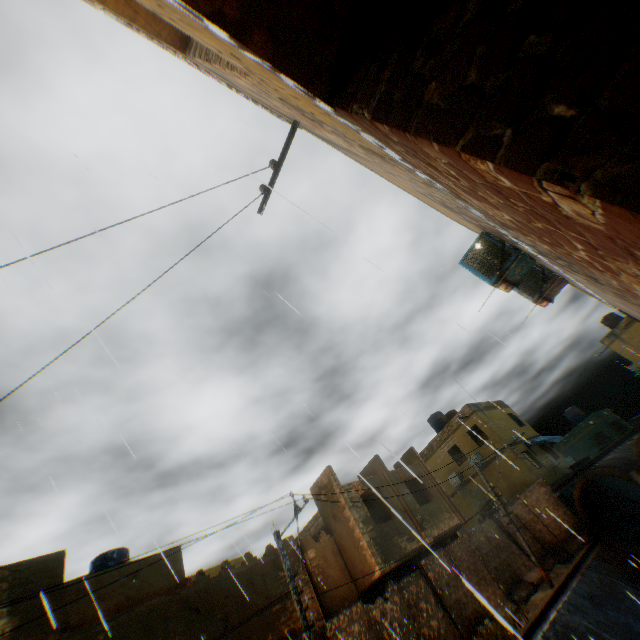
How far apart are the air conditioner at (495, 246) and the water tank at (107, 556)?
19.17m

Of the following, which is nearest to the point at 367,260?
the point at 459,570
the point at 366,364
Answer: the point at 366,364

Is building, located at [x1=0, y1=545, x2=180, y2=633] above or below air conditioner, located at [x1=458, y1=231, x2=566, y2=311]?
above

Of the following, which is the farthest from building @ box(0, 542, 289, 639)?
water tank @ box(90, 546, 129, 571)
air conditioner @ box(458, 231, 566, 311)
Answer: water tank @ box(90, 546, 129, 571)

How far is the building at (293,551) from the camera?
14.1m

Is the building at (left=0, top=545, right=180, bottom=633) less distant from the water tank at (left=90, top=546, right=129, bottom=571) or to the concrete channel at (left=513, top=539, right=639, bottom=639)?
the concrete channel at (left=513, top=539, right=639, bottom=639)

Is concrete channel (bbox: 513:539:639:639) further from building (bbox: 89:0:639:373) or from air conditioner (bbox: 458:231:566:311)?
air conditioner (bbox: 458:231:566:311)

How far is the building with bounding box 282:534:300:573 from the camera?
14.1 meters
